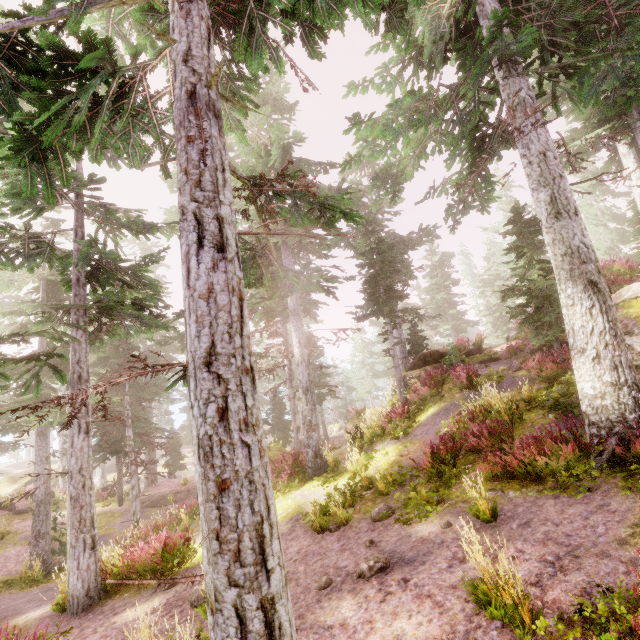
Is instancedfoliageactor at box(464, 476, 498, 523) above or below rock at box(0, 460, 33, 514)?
above

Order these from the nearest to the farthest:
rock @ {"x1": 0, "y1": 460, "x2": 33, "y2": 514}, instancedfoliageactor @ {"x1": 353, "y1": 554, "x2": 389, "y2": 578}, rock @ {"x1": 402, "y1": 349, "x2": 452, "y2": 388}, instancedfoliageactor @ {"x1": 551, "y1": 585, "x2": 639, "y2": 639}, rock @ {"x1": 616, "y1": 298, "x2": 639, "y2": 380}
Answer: instancedfoliageactor @ {"x1": 551, "y1": 585, "x2": 639, "y2": 639} → instancedfoliageactor @ {"x1": 353, "y1": 554, "x2": 389, "y2": 578} → rock @ {"x1": 616, "y1": 298, "x2": 639, "y2": 380} → rock @ {"x1": 402, "y1": 349, "x2": 452, "y2": 388} → rock @ {"x1": 0, "y1": 460, "x2": 33, "y2": 514}

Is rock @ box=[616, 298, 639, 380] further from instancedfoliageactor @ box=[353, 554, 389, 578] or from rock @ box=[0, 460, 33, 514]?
rock @ box=[0, 460, 33, 514]

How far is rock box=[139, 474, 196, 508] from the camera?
22.48m

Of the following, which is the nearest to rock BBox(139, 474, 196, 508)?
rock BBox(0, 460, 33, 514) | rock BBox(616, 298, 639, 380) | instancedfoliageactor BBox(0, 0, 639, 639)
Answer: instancedfoliageactor BBox(0, 0, 639, 639)

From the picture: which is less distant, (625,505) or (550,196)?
(625,505)

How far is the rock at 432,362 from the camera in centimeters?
1798cm

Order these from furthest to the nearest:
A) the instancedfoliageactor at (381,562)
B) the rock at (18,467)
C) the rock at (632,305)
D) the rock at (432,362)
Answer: the rock at (18,467) < the rock at (432,362) < the rock at (632,305) < the instancedfoliageactor at (381,562)
